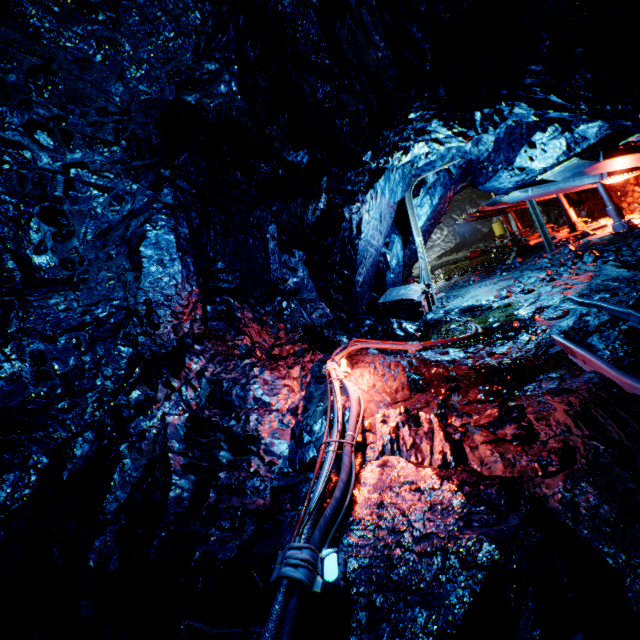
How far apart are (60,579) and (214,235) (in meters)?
4.38

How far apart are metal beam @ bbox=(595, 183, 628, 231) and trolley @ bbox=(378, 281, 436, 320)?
4.9m

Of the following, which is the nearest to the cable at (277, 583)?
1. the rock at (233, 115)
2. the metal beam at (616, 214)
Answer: the rock at (233, 115)

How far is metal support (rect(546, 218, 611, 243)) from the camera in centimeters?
1023cm

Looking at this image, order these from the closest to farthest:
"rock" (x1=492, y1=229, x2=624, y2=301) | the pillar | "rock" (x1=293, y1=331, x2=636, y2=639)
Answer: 1. "rock" (x1=293, y1=331, x2=636, y2=639)
2. "rock" (x1=492, y1=229, x2=624, y2=301)
3. the pillar

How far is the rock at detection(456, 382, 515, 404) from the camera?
3.5 meters

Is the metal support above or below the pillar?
below

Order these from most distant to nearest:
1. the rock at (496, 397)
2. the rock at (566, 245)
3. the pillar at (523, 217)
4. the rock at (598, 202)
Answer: the pillar at (523, 217)
the rock at (598, 202)
the rock at (566, 245)
the rock at (496, 397)
